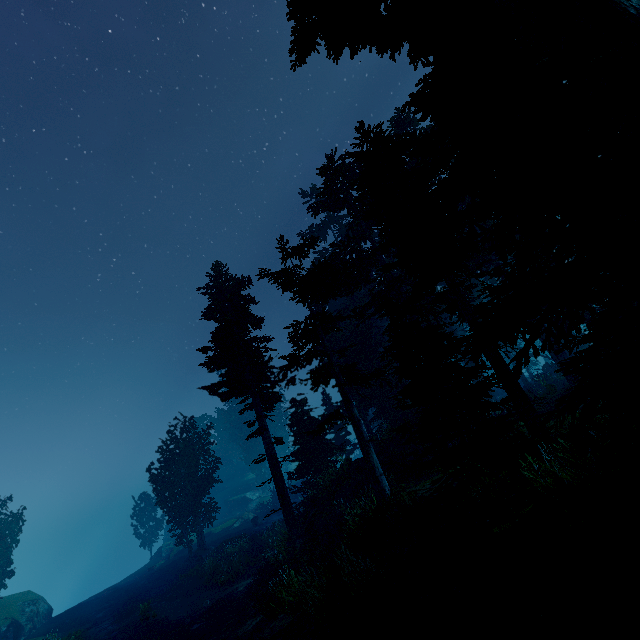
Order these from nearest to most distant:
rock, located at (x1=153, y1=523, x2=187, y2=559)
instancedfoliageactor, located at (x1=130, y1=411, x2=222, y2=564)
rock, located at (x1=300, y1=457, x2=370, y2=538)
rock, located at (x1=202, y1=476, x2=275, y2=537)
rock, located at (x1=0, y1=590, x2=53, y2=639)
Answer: rock, located at (x1=300, y1=457, x2=370, y2=538) → rock, located at (x1=0, y1=590, x2=53, y2=639) → instancedfoliageactor, located at (x1=130, y1=411, x2=222, y2=564) → rock, located at (x1=153, y1=523, x2=187, y2=559) → rock, located at (x1=202, y1=476, x2=275, y2=537)

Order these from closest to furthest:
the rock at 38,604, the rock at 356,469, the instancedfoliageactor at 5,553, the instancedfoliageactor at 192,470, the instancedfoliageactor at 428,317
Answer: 1. the instancedfoliageactor at 428,317
2. the rock at 356,469
3. the rock at 38,604
4. the instancedfoliageactor at 5,553
5. the instancedfoliageactor at 192,470

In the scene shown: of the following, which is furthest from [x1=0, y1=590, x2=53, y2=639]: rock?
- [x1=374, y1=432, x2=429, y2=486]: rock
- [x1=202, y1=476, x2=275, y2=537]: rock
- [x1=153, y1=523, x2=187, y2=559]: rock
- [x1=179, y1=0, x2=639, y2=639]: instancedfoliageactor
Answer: [x1=202, y1=476, x2=275, y2=537]: rock

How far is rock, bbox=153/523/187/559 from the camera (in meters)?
39.09

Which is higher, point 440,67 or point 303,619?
point 440,67

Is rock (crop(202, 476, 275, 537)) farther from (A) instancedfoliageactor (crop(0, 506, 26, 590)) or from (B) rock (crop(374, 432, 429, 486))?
(B) rock (crop(374, 432, 429, 486))

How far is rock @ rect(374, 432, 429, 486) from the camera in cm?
1716

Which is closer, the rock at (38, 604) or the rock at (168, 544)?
the rock at (38, 604)
